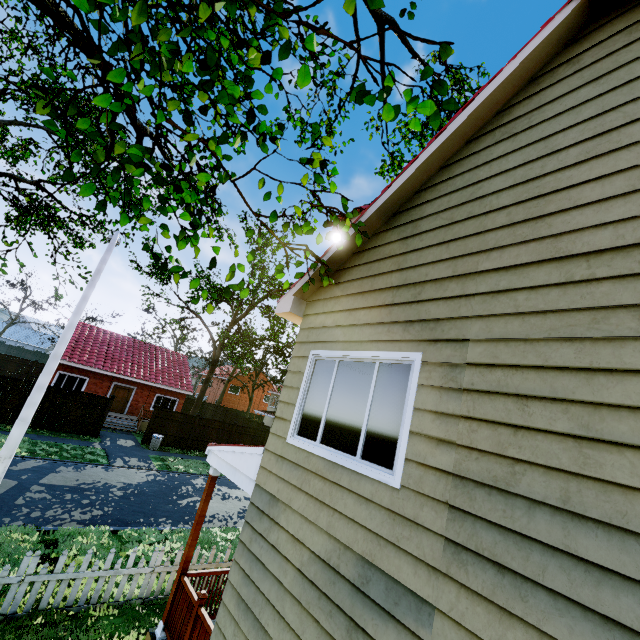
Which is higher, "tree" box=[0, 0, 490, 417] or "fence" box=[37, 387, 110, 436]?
"tree" box=[0, 0, 490, 417]

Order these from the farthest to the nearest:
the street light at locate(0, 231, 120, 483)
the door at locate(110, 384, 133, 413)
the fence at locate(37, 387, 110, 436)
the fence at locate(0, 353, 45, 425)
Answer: the door at locate(110, 384, 133, 413) < the fence at locate(37, 387, 110, 436) < the fence at locate(0, 353, 45, 425) < the street light at locate(0, 231, 120, 483)

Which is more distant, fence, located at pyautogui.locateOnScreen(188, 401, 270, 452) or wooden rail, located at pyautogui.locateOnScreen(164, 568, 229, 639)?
fence, located at pyautogui.locateOnScreen(188, 401, 270, 452)

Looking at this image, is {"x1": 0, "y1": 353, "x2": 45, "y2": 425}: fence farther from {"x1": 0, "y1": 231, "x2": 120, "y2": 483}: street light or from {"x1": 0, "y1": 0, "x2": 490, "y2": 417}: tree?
{"x1": 0, "y1": 231, "x2": 120, "y2": 483}: street light

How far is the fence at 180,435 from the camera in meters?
21.6 m

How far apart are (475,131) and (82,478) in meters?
17.3

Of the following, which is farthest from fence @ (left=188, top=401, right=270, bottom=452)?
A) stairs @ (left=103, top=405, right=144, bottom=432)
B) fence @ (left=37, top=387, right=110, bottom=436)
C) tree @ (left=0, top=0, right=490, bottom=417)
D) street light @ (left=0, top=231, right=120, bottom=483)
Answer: stairs @ (left=103, top=405, right=144, bottom=432)

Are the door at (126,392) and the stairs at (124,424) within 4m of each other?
yes
